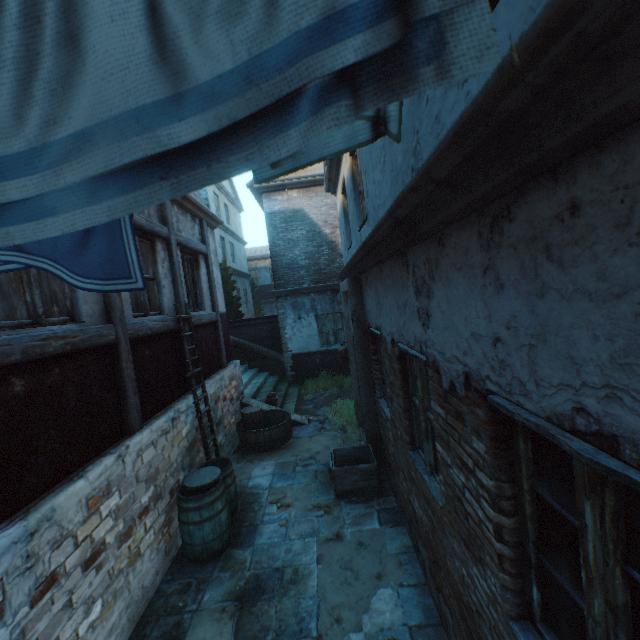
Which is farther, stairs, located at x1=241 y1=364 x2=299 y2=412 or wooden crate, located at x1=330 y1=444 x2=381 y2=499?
stairs, located at x1=241 y1=364 x2=299 y2=412

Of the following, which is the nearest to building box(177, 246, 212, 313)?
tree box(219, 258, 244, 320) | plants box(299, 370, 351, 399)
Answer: plants box(299, 370, 351, 399)

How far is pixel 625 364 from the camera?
0.9 meters

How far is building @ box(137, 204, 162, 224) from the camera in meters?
5.3 m

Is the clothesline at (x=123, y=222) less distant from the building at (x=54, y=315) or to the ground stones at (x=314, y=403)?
the building at (x=54, y=315)

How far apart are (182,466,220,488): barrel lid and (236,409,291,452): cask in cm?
250

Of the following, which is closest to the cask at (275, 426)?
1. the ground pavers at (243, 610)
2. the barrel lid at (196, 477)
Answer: the ground pavers at (243, 610)

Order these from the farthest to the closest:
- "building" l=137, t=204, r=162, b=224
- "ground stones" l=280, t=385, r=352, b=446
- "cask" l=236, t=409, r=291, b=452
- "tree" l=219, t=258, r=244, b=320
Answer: "tree" l=219, t=258, r=244, b=320, "ground stones" l=280, t=385, r=352, b=446, "cask" l=236, t=409, r=291, b=452, "building" l=137, t=204, r=162, b=224
